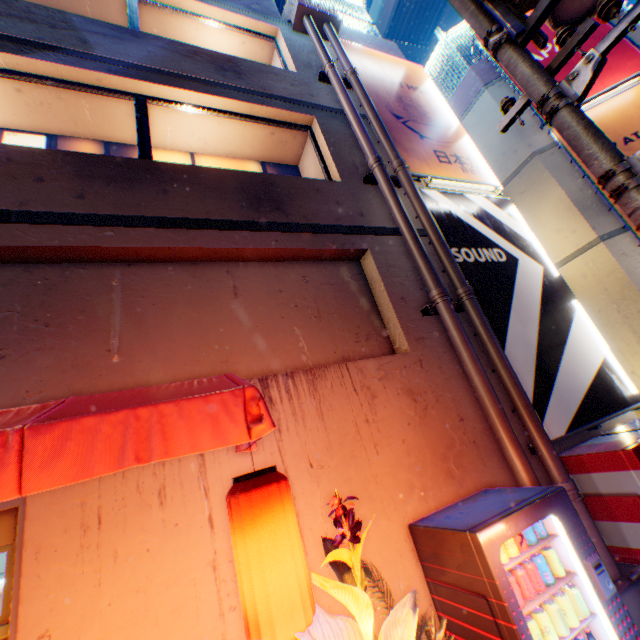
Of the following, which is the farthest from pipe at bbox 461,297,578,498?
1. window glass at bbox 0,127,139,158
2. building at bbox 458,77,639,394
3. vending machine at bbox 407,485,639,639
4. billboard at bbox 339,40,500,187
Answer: building at bbox 458,77,639,394

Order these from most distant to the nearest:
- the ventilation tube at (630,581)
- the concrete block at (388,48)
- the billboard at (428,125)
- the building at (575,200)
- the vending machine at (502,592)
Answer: the concrete block at (388,48) → the building at (575,200) → the billboard at (428,125) → the ventilation tube at (630,581) → the vending machine at (502,592)

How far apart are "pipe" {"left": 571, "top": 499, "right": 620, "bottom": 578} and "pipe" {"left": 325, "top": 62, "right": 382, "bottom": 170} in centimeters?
27cm

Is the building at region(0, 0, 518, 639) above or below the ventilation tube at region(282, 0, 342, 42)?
below

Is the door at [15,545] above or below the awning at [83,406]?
below

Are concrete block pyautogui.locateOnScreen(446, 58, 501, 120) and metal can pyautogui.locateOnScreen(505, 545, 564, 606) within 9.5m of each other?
no

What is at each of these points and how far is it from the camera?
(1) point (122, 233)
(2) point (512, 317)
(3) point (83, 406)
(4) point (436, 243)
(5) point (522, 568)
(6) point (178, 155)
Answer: (1) building, 3.4 meters
(2) billboard, 4.8 meters
(3) awning, 2.2 meters
(4) pipe, 4.8 meters
(5) metal can, 2.5 meters
(6) window glass, 5.6 meters

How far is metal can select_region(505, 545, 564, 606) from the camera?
2.4 meters
